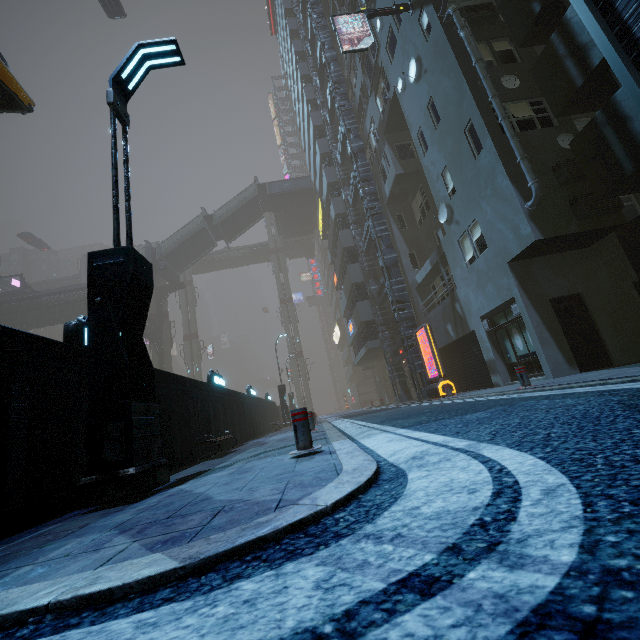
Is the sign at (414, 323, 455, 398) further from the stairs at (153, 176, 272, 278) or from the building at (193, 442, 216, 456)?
the stairs at (153, 176, 272, 278)

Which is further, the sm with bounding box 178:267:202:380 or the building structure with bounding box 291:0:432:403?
the sm with bounding box 178:267:202:380

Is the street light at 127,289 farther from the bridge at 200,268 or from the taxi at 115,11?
the bridge at 200,268

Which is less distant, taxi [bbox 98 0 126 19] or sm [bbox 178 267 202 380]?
taxi [bbox 98 0 126 19]

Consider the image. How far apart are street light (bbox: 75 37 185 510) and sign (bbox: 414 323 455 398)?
12.24m

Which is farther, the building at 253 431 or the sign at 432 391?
the sign at 432 391

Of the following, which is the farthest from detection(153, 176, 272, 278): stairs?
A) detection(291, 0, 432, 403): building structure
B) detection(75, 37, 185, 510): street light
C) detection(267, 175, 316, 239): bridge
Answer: detection(75, 37, 185, 510): street light

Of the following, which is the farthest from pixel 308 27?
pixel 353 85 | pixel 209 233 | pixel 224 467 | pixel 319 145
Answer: pixel 224 467
